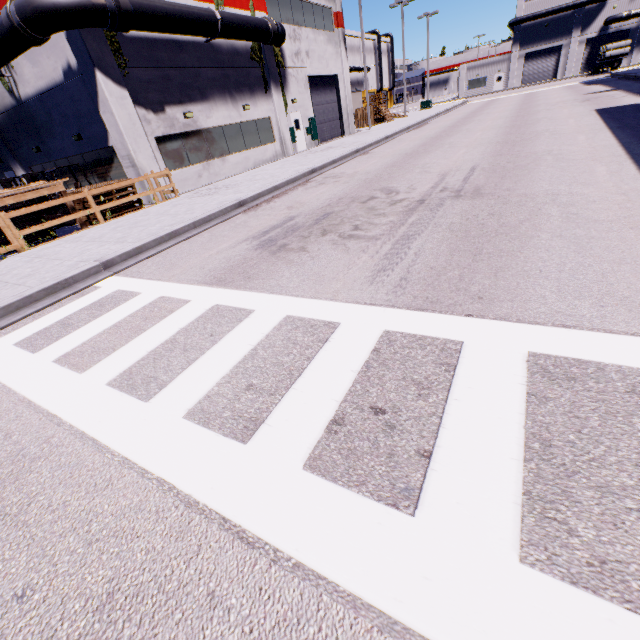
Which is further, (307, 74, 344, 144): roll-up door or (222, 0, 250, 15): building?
(307, 74, 344, 144): roll-up door

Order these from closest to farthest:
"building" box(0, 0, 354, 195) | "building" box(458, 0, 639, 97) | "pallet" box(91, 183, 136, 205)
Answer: "pallet" box(91, 183, 136, 205)
"building" box(0, 0, 354, 195)
"building" box(458, 0, 639, 97)

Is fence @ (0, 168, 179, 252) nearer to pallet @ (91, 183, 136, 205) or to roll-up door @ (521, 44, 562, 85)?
pallet @ (91, 183, 136, 205)

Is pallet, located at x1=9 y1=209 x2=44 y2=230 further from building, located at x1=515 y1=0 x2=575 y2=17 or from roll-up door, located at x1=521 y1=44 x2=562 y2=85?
roll-up door, located at x1=521 y1=44 x2=562 y2=85

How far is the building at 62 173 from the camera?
17.14m

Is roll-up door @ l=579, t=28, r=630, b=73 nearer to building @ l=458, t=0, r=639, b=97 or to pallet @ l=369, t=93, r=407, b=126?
building @ l=458, t=0, r=639, b=97

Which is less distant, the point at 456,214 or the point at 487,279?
the point at 487,279

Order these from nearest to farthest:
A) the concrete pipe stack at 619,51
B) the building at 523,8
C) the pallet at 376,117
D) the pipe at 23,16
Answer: the pipe at 23,16 < the pallet at 376,117 < the concrete pipe stack at 619,51 < the building at 523,8
